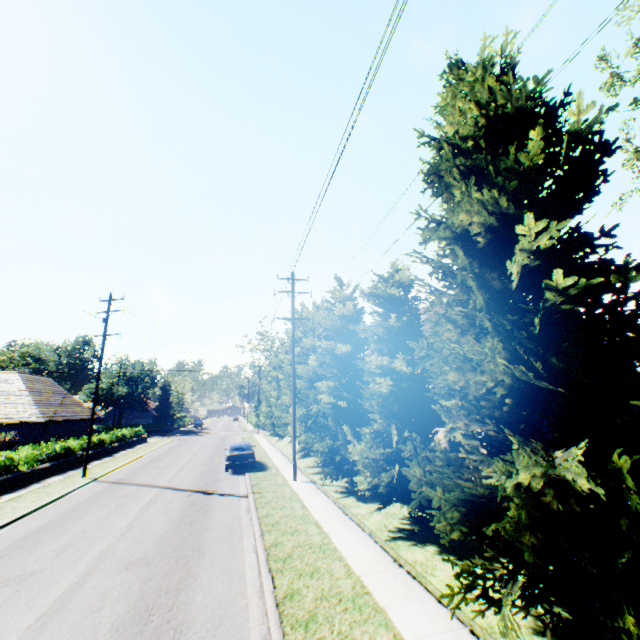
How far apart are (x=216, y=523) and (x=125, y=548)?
2.8m

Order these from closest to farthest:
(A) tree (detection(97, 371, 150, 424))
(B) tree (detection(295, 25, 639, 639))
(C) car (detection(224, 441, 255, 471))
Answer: (B) tree (detection(295, 25, 639, 639))
(C) car (detection(224, 441, 255, 471))
(A) tree (detection(97, 371, 150, 424))

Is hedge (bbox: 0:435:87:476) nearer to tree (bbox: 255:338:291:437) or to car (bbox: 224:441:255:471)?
tree (bbox: 255:338:291:437)

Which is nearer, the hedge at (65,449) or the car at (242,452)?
the hedge at (65,449)

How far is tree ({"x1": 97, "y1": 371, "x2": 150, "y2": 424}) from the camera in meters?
56.2 m

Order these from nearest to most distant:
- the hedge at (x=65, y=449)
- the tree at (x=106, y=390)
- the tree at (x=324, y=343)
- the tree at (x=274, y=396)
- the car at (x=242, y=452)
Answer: the tree at (x=324, y=343), the hedge at (x=65, y=449), the car at (x=242, y=452), the tree at (x=274, y=396), the tree at (x=106, y=390)

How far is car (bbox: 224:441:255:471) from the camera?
20.04m
